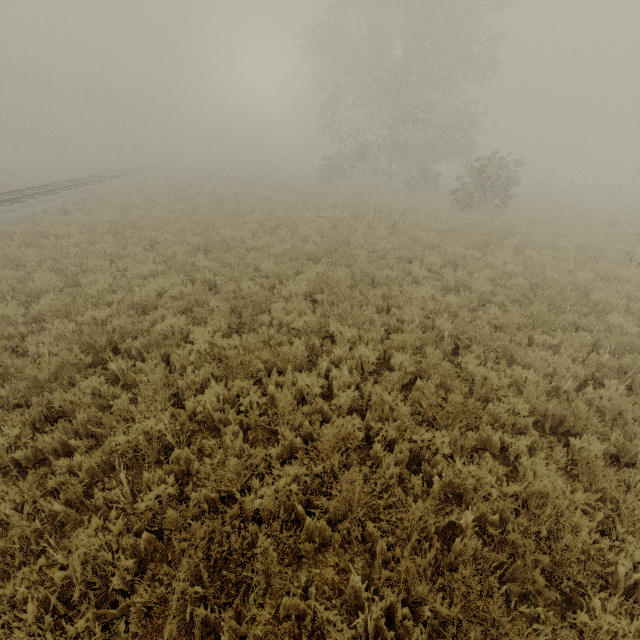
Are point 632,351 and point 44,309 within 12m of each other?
yes
